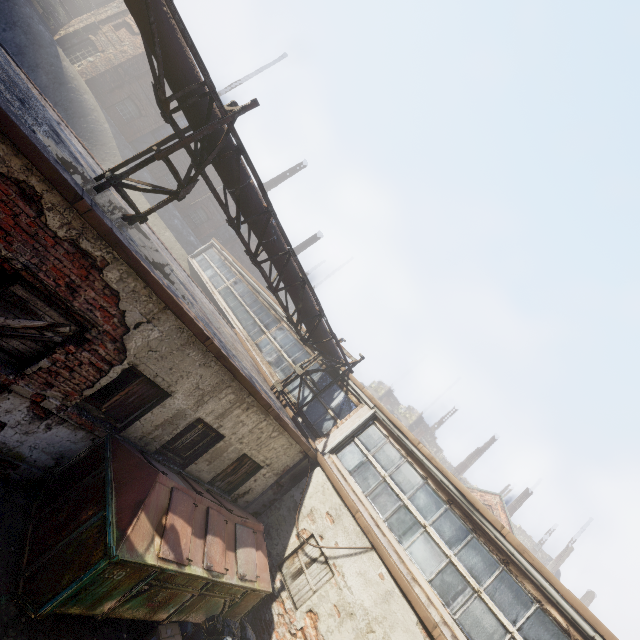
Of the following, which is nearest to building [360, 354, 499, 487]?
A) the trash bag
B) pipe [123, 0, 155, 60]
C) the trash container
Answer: pipe [123, 0, 155, 60]

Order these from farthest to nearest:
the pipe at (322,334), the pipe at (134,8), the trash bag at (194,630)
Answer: the pipe at (322,334) < the trash bag at (194,630) < the pipe at (134,8)

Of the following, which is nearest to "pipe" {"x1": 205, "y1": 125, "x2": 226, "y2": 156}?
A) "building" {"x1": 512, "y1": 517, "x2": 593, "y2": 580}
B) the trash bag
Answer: the trash bag

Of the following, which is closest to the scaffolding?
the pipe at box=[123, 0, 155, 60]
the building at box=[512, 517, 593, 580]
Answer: the pipe at box=[123, 0, 155, 60]

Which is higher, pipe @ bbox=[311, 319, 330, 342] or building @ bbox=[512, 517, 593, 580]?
building @ bbox=[512, 517, 593, 580]

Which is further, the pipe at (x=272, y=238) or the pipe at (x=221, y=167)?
the pipe at (x=272, y=238)

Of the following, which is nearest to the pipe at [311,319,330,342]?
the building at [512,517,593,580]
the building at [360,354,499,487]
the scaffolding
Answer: the scaffolding

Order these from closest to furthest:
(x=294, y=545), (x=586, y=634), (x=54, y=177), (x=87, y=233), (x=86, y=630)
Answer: (x=54, y=177)
(x=87, y=233)
(x=86, y=630)
(x=586, y=634)
(x=294, y=545)
